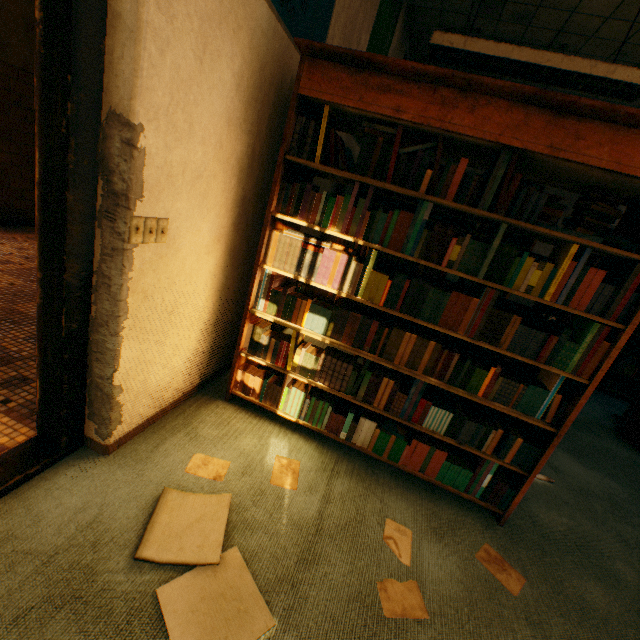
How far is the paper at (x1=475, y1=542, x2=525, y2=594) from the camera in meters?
1.6 m

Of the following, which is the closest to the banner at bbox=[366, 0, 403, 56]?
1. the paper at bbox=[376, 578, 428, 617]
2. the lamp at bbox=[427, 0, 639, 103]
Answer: the lamp at bbox=[427, 0, 639, 103]

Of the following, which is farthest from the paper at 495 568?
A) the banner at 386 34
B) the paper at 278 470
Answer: the banner at 386 34

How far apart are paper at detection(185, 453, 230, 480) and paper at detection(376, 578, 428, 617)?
0.9 meters

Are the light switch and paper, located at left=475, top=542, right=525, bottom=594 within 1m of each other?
no

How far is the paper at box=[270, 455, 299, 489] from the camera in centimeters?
182cm

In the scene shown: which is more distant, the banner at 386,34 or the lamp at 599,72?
the banner at 386,34

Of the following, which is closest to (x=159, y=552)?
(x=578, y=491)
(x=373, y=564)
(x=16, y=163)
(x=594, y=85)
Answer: (x=373, y=564)
